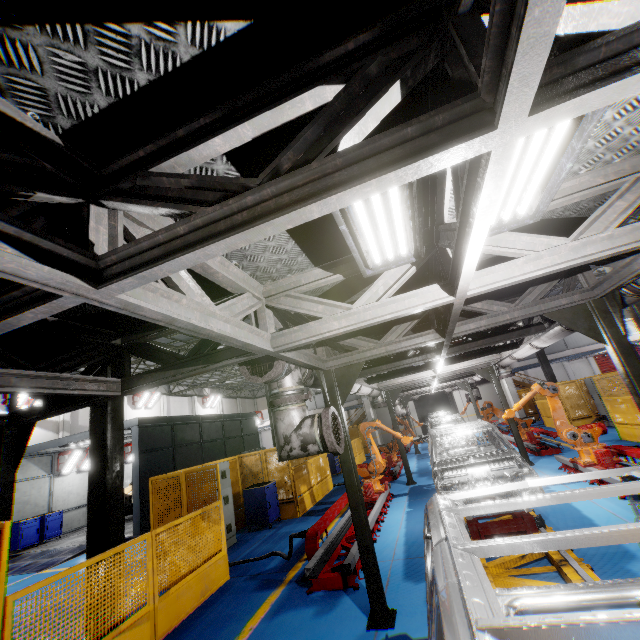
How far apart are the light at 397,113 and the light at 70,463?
20.4 meters

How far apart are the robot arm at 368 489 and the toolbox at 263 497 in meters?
2.6 m

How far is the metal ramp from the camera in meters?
11.1 m

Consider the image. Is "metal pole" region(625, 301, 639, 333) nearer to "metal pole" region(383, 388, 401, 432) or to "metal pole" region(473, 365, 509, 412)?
"metal pole" region(473, 365, 509, 412)

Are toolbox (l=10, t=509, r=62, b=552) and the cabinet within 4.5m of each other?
no

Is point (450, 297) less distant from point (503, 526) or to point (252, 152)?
point (252, 152)

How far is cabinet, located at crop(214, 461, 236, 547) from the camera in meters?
9.0

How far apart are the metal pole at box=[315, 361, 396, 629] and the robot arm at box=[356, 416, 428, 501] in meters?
4.3 m
